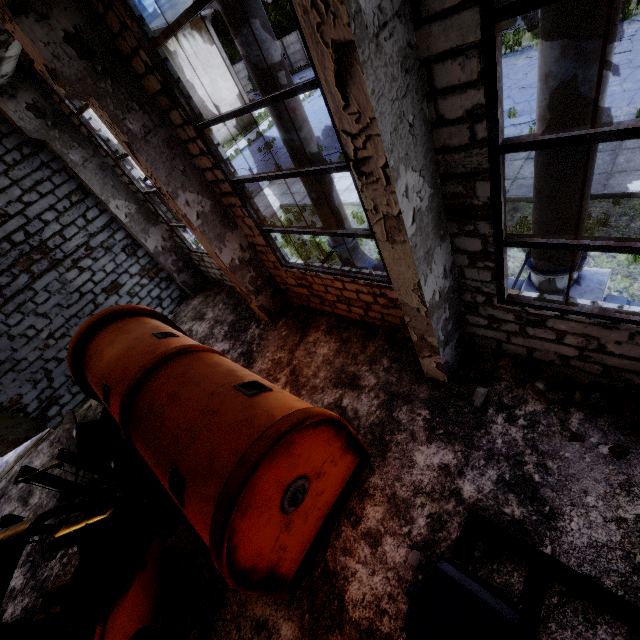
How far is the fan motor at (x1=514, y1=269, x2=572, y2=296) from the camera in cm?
465

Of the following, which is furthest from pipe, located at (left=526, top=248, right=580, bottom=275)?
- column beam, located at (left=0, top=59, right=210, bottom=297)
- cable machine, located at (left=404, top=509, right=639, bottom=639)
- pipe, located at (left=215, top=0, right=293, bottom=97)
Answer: column beam, located at (left=0, top=59, right=210, bottom=297)

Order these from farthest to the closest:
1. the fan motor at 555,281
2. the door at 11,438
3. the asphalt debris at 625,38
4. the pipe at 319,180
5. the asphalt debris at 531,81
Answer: the asphalt debris at 531,81, the asphalt debris at 625,38, the door at 11,438, the pipe at 319,180, the fan motor at 555,281

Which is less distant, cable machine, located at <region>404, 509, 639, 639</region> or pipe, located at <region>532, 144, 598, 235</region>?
cable machine, located at <region>404, 509, 639, 639</region>

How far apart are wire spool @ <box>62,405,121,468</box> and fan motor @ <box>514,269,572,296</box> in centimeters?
804cm

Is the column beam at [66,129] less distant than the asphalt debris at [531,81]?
Yes

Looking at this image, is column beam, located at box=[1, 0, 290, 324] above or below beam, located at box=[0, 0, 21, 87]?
below

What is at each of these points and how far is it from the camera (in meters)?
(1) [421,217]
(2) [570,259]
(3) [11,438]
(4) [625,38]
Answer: (1) column beam, 3.34
(2) pipe, 4.41
(3) door, 9.23
(4) asphalt debris, 11.45
